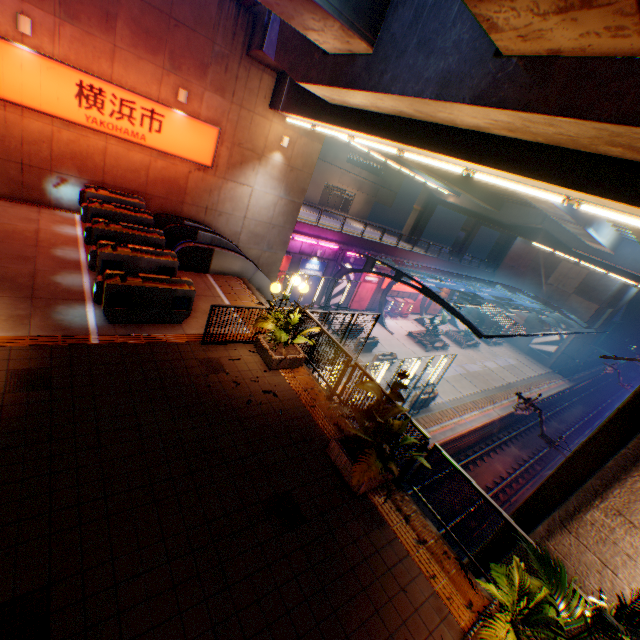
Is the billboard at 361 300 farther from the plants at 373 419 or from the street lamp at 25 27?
the street lamp at 25 27

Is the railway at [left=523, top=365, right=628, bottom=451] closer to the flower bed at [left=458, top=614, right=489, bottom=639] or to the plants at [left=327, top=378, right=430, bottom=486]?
the flower bed at [left=458, top=614, right=489, bottom=639]

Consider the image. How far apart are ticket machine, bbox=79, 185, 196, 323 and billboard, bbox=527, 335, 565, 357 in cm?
4422

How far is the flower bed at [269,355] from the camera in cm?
818

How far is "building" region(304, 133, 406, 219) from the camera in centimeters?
4441cm

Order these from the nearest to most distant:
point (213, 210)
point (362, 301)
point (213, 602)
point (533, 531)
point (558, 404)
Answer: point (213, 602) → point (533, 531) → point (213, 210) → point (362, 301) → point (558, 404)

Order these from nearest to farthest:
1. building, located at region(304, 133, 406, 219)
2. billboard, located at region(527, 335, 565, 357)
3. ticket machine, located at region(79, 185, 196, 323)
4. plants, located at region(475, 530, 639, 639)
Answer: plants, located at region(475, 530, 639, 639)
ticket machine, located at region(79, 185, 196, 323)
billboard, located at region(527, 335, 565, 357)
building, located at region(304, 133, 406, 219)

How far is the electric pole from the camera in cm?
1221
